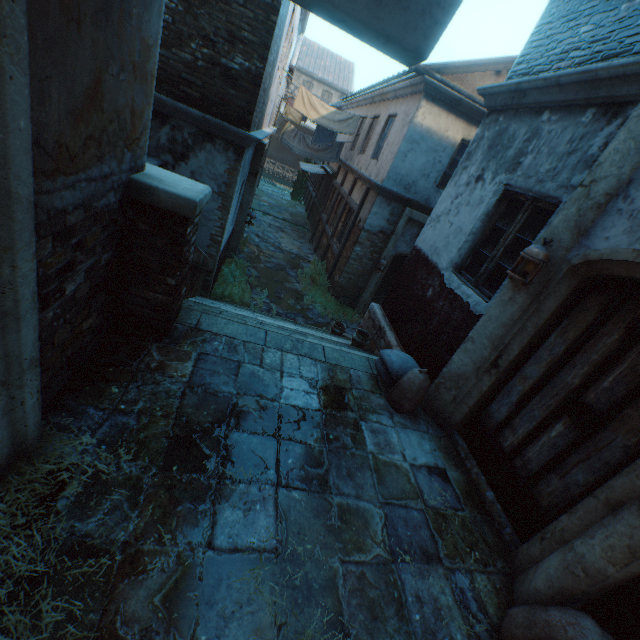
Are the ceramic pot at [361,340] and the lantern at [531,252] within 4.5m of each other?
yes

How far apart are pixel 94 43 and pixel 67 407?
2.4m

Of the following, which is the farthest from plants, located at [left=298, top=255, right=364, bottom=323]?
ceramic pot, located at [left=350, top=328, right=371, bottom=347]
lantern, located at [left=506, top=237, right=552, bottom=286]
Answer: lantern, located at [left=506, top=237, right=552, bottom=286]

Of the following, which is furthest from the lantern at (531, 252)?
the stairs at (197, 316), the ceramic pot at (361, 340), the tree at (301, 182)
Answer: the tree at (301, 182)

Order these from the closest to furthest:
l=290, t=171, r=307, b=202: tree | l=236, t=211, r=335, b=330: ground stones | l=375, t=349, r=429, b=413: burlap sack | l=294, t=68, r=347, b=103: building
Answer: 1. l=375, t=349, r=429, b=413: burlap sack
2. l=236, t=211, r=335, b=330: ground stones
3. l=290, t=171, r=307, b=202: tree
4. l=294, t=68, r=347, b=103: building

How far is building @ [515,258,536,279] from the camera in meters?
3.2 m

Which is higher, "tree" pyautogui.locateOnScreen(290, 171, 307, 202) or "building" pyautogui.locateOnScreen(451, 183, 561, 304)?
"building" pyautogui.locateOnScreen(451, 183, 561, 304)

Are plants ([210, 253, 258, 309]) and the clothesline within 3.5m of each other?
no
